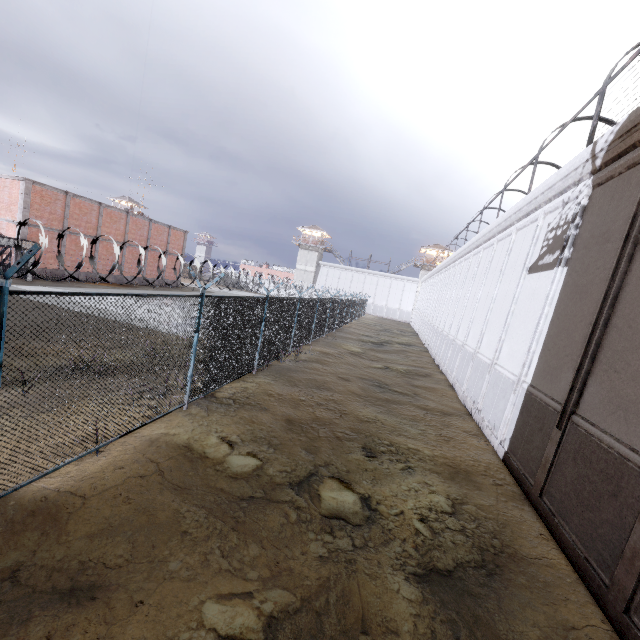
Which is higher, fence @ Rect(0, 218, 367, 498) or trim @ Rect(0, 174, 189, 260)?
trim @ Rect(0, 174, 189, 260)

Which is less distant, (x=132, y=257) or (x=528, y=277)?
(x=528, y=277)

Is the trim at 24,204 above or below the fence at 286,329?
above

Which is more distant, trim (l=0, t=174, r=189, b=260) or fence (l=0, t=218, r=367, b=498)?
trim (l=0, t=174, r=189, b=260)

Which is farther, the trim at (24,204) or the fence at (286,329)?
the trim at (24,204)
